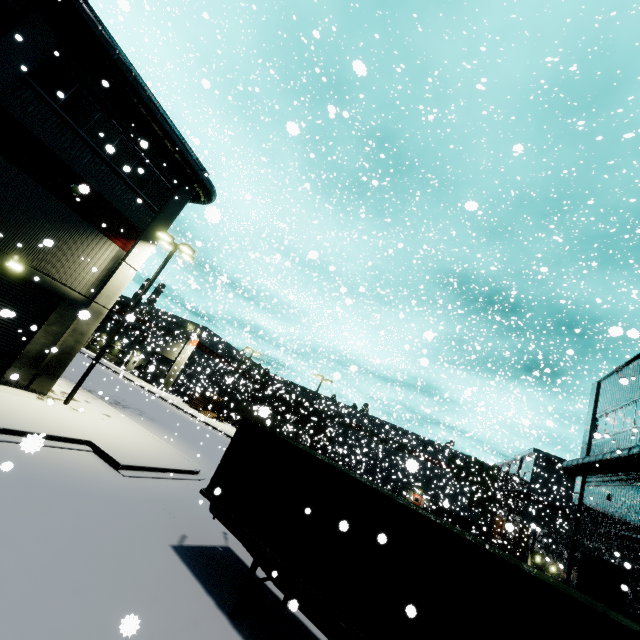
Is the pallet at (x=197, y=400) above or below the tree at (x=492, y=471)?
below

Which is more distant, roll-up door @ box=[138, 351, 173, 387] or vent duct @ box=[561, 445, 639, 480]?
roll-up door @ box=[138, 351, 173, 387]

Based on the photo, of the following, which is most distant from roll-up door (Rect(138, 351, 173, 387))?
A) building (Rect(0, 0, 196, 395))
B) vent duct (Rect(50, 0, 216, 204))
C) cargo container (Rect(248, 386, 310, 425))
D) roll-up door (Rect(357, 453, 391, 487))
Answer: roll-up door (Rect(357, 453, 391, 487))

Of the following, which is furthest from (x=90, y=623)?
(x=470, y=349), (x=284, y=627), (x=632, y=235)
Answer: (x=632, y=235)

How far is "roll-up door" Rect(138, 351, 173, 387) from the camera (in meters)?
35.34

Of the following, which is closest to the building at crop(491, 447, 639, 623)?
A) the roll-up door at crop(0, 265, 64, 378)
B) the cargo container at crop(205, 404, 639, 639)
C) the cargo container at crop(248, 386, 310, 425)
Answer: the roll-up door at crop(0, 265, 64, 378)

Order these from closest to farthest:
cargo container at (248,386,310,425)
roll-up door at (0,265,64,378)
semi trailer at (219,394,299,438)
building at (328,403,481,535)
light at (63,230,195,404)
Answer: roll-up door at (0,265,64,378), light at (63,230,195,404), semi trailer at (219,394,299,438), cargo container at (248,386,310,425), building at (328,403,481,535)

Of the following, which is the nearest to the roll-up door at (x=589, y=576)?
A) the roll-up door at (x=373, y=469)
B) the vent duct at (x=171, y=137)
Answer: the vent duct at (x=171, y=137)
